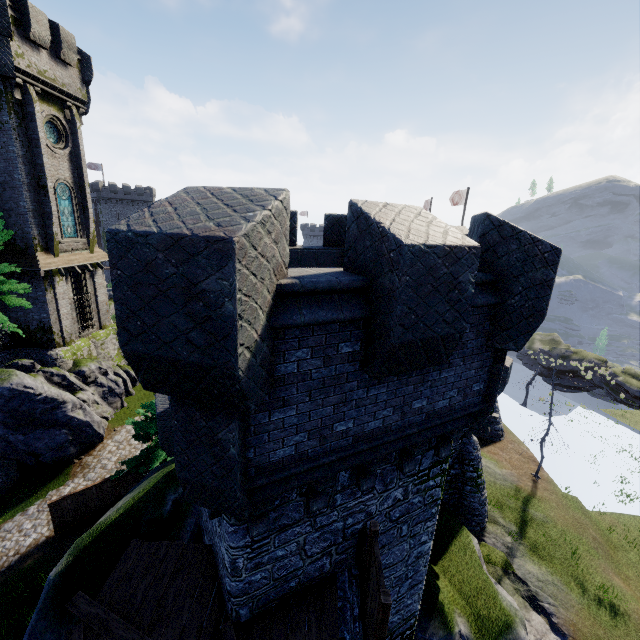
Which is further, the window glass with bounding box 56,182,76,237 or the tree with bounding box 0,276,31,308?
the window glass with bounding box 56,182,76,237

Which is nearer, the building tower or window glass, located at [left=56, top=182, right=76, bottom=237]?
the building tower

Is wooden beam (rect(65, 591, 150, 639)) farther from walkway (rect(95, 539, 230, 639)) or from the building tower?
the building tower

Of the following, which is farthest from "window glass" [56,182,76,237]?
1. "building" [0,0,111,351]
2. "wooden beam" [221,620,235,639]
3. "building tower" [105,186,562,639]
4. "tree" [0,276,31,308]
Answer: "wooden beam" [221,620,235,639]

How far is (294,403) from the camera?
4.1m

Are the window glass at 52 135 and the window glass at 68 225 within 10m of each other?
yes

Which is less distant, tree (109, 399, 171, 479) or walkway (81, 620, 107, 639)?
walkway (81, 620, 107, 639)

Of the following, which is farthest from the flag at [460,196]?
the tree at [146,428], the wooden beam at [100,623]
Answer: the wooden beam at [100,623]
